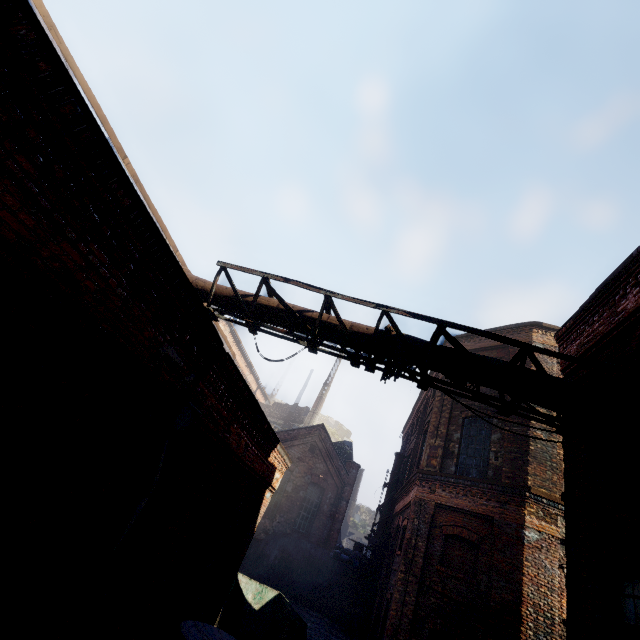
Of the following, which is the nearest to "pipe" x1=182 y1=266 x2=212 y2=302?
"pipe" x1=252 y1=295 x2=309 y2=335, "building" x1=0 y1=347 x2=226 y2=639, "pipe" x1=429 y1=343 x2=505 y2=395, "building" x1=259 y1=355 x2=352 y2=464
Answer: "pipe" x1=252 y1=295 x2=309 y2=335

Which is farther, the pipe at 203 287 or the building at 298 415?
the building at 298 415

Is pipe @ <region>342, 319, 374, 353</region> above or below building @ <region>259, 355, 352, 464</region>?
below

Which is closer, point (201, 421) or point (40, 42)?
point (40, 42)

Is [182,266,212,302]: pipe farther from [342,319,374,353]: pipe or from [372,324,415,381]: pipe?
[372,324,415,381]: pipe

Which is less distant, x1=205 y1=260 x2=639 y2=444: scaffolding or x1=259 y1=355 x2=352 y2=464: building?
x1=205 y1=260 x2=639 y2=444: scaffolding

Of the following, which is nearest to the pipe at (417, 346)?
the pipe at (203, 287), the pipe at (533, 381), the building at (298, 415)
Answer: the pipe at (533, 381)

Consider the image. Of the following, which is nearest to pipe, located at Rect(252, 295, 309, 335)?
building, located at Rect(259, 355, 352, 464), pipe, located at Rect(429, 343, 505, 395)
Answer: pipe, located at Rect(429, 343, 505, 395)
